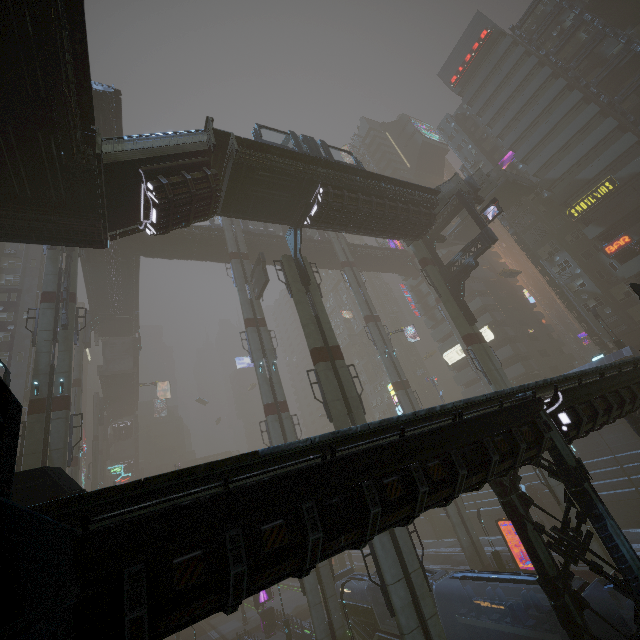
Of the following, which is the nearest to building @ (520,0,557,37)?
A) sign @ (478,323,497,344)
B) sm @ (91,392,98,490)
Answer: sign @ (478,323,497,344)

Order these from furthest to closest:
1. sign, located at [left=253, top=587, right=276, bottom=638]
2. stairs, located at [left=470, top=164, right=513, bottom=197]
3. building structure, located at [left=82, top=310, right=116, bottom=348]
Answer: building structure, located at [left=82, top=310, right=116, bottom=348] → stairs, located at [left=470, top=164, right=513, bottom=197] → sign, located at [left=253, top=587, right=276, bottom=638]

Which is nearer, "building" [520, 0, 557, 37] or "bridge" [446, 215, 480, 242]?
"building" [520, 0, 557, 37]

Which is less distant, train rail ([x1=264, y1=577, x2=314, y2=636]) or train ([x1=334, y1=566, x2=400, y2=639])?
train ([x1=334, y1=566, x2=400, y2=639])

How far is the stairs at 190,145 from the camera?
14.9m

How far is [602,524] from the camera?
9.3m

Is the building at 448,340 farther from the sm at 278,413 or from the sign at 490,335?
the sm at 278,413

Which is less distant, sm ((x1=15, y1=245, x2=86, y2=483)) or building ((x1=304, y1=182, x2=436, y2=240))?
sm ((x1=15, y1=245, x2=86, y2=483))
